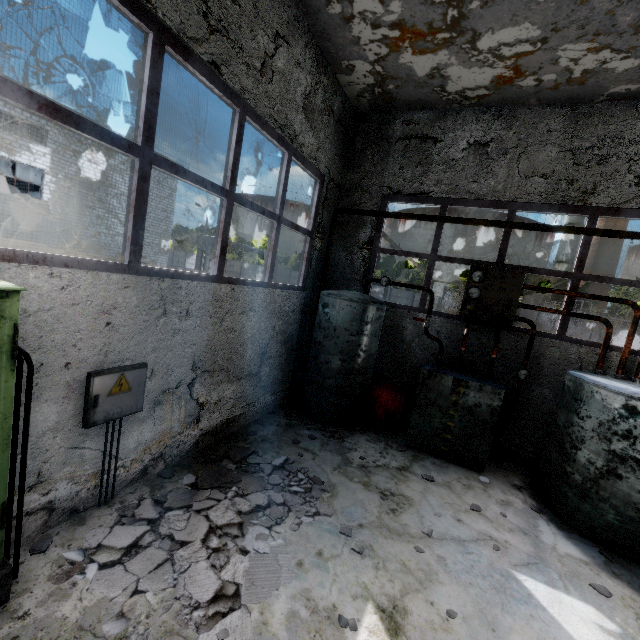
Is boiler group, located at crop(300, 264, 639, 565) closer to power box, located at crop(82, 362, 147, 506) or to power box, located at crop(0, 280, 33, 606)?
power box, located at crop(82, 362, 147, 506)

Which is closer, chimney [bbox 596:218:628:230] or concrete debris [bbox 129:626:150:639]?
concrete debris [bbox 129:626:150:639]

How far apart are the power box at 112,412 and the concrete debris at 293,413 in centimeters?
319cm

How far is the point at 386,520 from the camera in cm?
418

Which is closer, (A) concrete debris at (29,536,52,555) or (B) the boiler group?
(A) concrete debris at (29,536,52,555)

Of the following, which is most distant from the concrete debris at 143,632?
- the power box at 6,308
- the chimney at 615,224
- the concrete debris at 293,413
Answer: the chimney at 615,224

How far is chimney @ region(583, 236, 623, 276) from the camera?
55.8m

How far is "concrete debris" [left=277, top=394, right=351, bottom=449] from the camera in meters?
6.1 m
